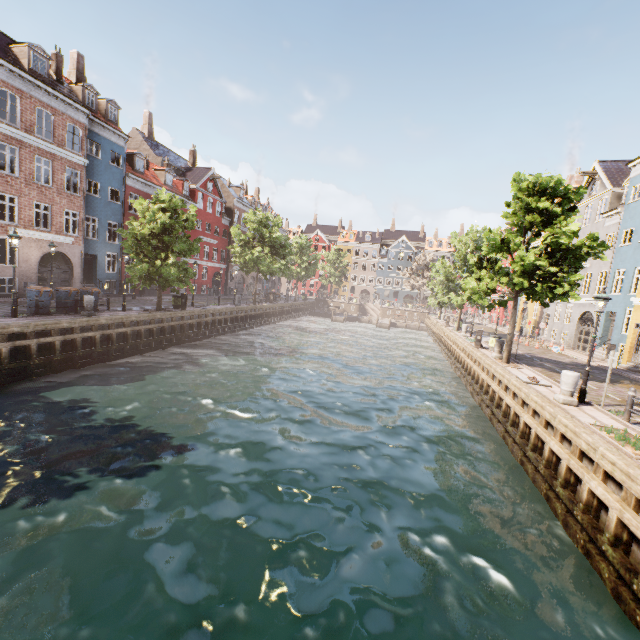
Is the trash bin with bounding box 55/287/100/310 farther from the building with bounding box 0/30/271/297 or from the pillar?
the pillar

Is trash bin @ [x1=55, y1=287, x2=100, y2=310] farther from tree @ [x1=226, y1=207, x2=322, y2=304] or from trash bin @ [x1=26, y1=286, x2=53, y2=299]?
tree @ [x1=226, y1=207, x2=322, y2=304]

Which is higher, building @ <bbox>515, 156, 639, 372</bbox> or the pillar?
building @ <bbox>515, 156, 639, 372</bbox>

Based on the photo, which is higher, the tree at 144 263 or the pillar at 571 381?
the tree at 144 263

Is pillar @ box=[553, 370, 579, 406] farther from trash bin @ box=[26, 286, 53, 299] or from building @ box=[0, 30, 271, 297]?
building @ box=[0, 30, 271, 297]

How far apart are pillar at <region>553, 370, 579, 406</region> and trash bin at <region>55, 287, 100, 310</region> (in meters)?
22.97

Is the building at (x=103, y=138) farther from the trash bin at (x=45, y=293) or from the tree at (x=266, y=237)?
the trash bin at (x=45, y=293)

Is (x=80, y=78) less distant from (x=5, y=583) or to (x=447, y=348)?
(x=5, y=583)
